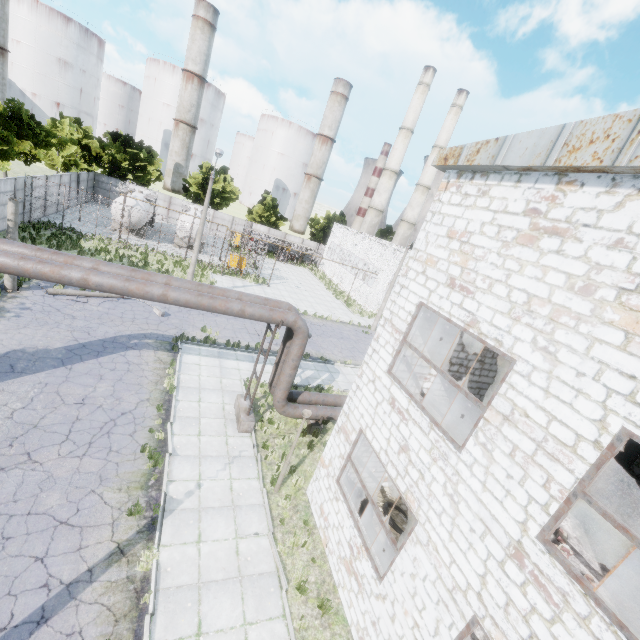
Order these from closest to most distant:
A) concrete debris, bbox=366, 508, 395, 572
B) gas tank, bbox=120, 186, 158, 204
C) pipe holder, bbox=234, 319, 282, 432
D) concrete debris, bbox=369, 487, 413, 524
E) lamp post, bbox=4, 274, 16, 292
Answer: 1. concrete debris, bbox=366, 508, 395, 572
2. concrete debris, bbox=369, 487, 413, 524
3. pipe holder, bbox=234, 319, 282, 432
4. lamp post, bbox=4, 274, 16, 292
5. gas tank, bbox=120, 186, 158, 204

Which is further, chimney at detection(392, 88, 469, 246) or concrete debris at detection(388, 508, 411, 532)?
chimney at detection(392, 88, 469, 246)

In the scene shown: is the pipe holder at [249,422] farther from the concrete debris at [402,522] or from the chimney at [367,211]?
the chimney at [367,211]

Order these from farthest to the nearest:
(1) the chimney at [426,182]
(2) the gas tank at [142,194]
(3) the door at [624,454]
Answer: (1) the chimney at [426,182], (2) the gas tank at [142,194], (3) the door at [624,454]

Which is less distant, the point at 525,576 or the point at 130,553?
the point at 525,576

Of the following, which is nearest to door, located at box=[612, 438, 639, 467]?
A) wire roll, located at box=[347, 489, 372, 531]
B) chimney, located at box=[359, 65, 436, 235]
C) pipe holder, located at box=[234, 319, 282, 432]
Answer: wire roll, located at box=[347, 489, 372, 531]

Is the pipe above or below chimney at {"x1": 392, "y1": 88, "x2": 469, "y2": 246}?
below

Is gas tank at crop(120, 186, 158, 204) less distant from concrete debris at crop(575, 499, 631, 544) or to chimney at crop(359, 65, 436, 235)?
chimney at crop(359, 65, 436, 235)
